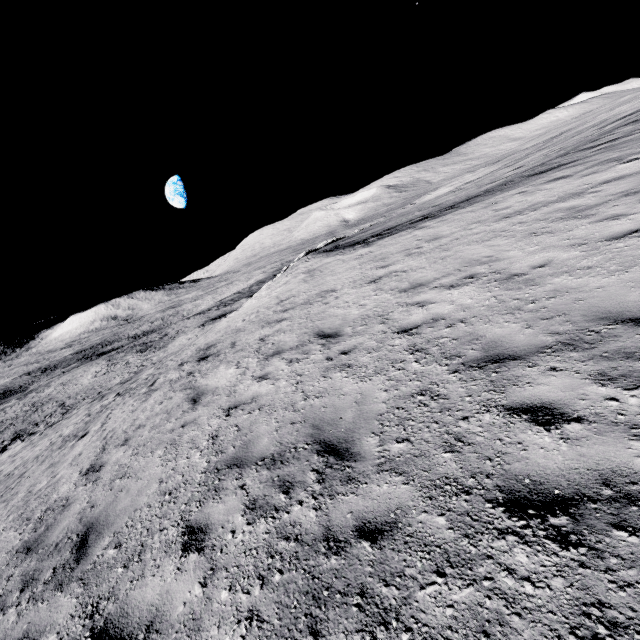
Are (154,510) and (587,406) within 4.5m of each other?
no
